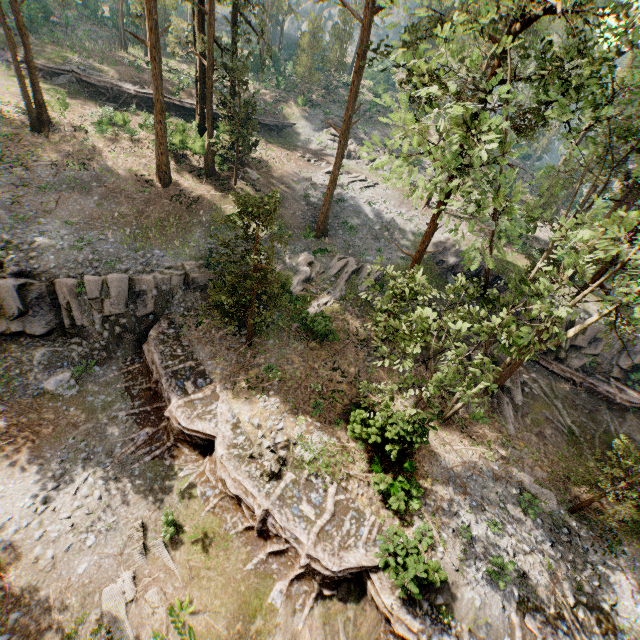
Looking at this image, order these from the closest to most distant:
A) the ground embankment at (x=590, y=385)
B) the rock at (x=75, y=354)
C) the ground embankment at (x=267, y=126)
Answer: the rock at (x=75, y=354)
the ground embankment at (x=590, y=385)
the ground embankment at (x=267, y=126)

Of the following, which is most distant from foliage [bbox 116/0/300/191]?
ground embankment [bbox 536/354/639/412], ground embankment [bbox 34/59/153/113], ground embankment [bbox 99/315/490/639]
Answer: ground embankment [bbox 34/59/153/113]

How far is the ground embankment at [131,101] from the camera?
33.1 meters

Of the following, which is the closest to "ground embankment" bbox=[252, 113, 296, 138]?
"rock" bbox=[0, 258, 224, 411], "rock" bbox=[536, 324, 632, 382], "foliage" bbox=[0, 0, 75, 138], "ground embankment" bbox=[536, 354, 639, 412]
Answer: "foliage" bbox=[0, 0, 75, 138]

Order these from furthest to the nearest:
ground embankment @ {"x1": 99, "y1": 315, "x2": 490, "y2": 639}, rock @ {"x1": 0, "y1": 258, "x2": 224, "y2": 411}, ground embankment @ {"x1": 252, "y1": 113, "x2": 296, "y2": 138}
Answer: ground embankment @ {"x1": 252, "y1": 113, "x2": 296, "y2": 138}
rock @ {"x1": 0, "y1": 258, "x2": 224, "y2": 411}
ground embankment @ {"x1": 99, "y1": 315, "x2": 490, "y2": 639}

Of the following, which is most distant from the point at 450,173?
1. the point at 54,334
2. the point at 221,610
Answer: the point at 54,334

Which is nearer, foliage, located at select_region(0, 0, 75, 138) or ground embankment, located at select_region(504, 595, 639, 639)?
ground embankment, located at select_region(504, 595, 639, 639)

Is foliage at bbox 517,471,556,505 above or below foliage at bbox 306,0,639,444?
below
